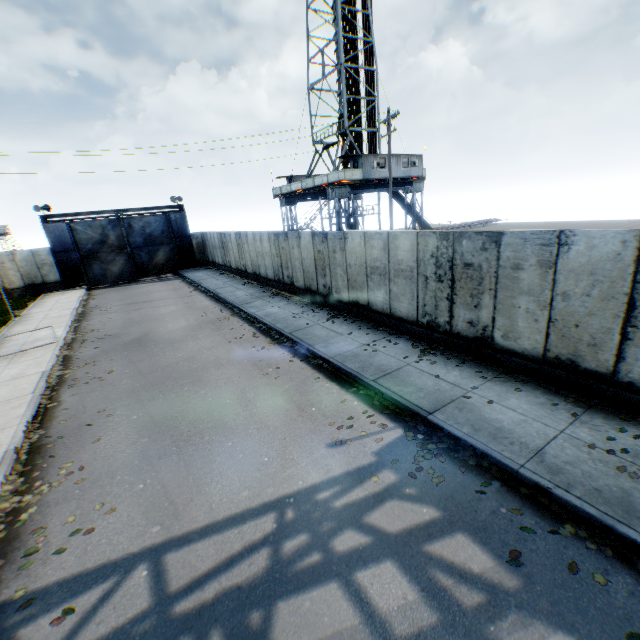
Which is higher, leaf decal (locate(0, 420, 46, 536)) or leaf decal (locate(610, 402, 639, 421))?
leaf decal (locate(610, 402, 639, 421))

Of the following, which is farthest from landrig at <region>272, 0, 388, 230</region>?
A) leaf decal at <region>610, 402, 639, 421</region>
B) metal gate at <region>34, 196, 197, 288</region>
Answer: leaf decal at <region>610, 402, 639, 421</region>

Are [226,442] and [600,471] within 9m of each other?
yes

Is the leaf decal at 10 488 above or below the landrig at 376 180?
below

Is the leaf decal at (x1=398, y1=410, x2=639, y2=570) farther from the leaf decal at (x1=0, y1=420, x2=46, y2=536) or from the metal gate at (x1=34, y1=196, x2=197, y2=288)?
the metal gate at (x1=34, y1=196, x2=197, y2=288)

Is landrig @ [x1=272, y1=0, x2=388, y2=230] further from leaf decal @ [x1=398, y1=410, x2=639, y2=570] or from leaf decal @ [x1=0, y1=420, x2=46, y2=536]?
leaf decal @ [x1=0, y1=420, x2=46, y2=536]

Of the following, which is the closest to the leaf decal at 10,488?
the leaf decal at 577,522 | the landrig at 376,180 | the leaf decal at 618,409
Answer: the leaf decal at 577,522

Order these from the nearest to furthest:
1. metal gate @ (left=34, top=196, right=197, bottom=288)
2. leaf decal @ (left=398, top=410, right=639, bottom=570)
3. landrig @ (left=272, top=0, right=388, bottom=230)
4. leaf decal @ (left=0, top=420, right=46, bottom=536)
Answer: leaf decal @ (left=398, top=410, right=639, bottom=570)
leaf decal @ (left=0, top=420, right=46, bottom=536)
landrig @ (left=272, top=0, right=388, bottom=230)
metal gate @ (left=34, top=196, right=197, bottom=288)
